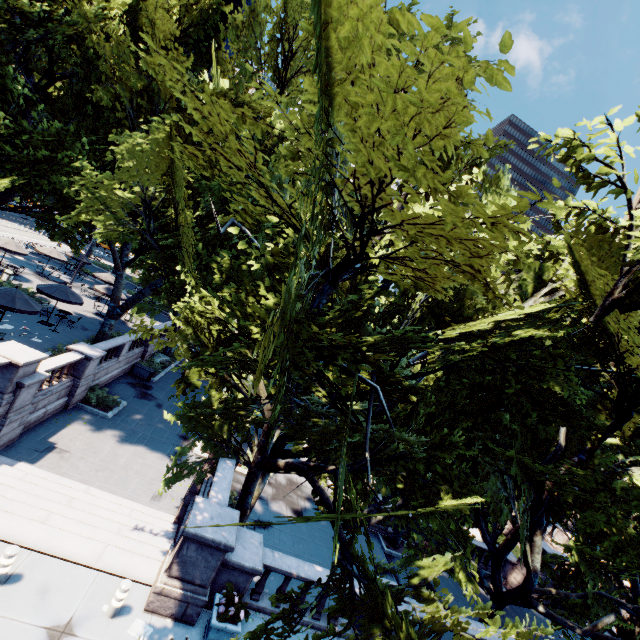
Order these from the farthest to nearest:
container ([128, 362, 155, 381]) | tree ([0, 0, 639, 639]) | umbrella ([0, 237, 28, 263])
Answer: umbrella ([0, 237, 28, 263]), container ([128, 362, 155, 381]), tree ([0, 0, 639, 639])

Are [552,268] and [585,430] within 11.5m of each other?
yes

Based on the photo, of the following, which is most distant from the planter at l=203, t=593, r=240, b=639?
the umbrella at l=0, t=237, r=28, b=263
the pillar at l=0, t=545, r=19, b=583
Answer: the umbrella at l=0, t=237, r=28, b=263

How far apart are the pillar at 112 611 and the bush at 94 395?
12.7 meters

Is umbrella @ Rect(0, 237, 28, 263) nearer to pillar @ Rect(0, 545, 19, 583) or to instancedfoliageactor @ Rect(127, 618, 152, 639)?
pillar @ Rect(0, 545, 19, 583)

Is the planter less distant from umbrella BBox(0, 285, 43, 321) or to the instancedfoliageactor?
the instancedfoliageactor

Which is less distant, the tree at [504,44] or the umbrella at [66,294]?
the tree at [504,44]

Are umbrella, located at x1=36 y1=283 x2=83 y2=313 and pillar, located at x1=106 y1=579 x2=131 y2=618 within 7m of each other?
no
